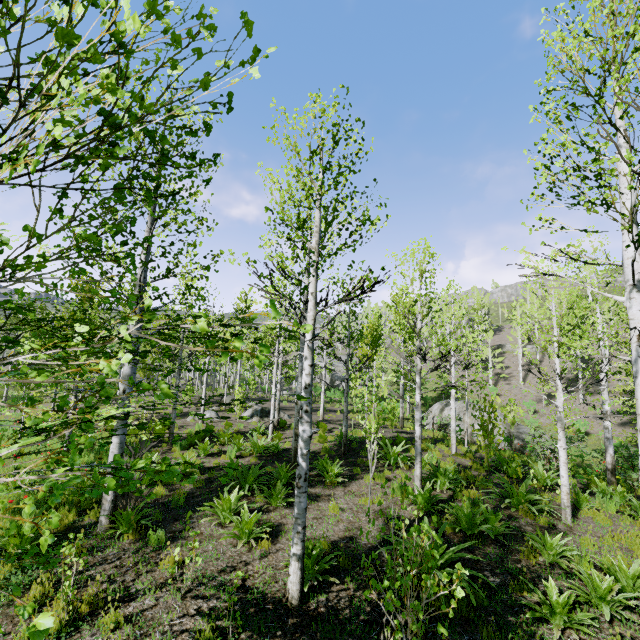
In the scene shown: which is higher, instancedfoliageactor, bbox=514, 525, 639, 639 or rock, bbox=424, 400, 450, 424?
rock, bbox=424, 400, 450, 424

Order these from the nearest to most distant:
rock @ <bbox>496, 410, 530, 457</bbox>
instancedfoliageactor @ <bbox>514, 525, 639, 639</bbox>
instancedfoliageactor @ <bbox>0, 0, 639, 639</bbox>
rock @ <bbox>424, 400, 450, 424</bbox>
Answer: instancedfoliageactor @ <bbox>0, 0, 639, 639</bbox> → instancedfoliageactor @ <bbox>514, 525, 639, 639</bbox> → rock @ <bbox>496, 410, 530, 457</bbox> → rock @ <bbox>424, 400, 450, 424</bbox>

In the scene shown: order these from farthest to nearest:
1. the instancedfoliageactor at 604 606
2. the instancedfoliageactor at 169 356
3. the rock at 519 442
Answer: the rock at 519 442, the instancedfoliageactor at 604 606, the instancedfoliageactor at 169 356

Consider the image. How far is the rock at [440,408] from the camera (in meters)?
26.53

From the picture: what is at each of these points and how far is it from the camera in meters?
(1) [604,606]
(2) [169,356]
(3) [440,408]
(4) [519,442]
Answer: (1) instancedfoliageactor, 4.6 m
(2) instancedfoliageactor, 2.1 m
(3) rock, 27.4 m
(4) rock, 21.6 m

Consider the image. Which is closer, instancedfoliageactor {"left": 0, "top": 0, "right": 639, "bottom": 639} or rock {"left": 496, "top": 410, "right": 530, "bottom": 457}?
instancedfoliageactor {"left": 0, "top": 0, "right": 639, "bottom": 639}

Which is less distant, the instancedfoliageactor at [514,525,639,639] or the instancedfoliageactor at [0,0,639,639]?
the instancedfoliageactor at [0,0,639,639]

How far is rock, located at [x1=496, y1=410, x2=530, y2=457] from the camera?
21.17m
